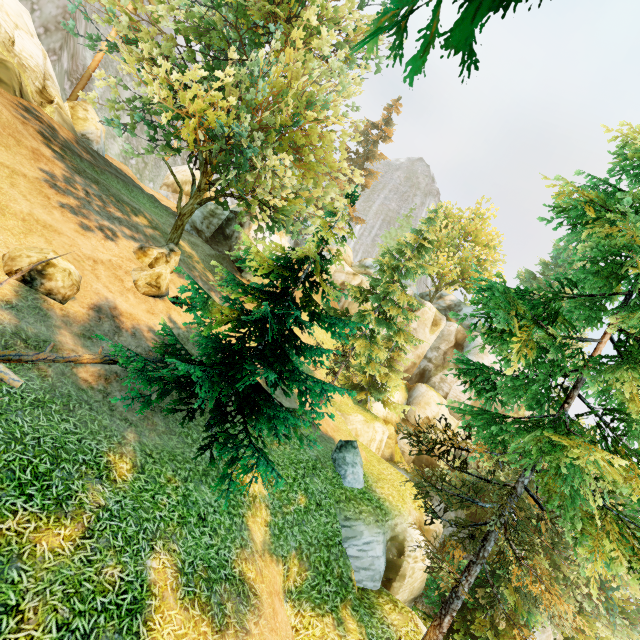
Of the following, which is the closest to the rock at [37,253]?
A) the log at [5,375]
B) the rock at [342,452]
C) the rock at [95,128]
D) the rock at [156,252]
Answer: the log at [5,375]

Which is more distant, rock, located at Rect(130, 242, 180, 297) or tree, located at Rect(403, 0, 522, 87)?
rock, located at Rect(130, 242, 180, 297)

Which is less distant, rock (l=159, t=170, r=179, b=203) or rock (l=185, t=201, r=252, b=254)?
rock (l=185, t=201, r=252, b=254)

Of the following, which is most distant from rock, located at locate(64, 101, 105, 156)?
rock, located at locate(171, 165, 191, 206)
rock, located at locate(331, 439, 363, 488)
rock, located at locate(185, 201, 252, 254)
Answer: rock, located at locate(331, 439, 363, 488)

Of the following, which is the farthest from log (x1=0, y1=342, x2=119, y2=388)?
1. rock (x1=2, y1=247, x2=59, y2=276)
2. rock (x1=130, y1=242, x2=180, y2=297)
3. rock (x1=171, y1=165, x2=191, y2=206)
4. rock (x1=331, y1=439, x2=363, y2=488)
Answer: rock (x1=171, y1=165, x2=191, y2=206)

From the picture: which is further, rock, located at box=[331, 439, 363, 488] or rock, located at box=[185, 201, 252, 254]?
rock, located at box=[185, 201, 252, 254]

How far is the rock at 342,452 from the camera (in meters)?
13.61

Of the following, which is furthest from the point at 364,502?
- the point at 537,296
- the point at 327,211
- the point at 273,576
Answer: the point at 537,296
